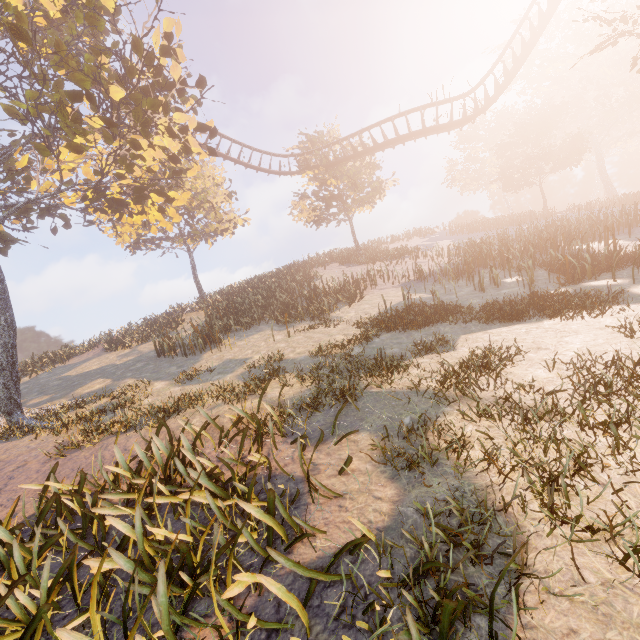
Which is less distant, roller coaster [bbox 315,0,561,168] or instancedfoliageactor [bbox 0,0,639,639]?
instancedfoliageactor [bbox 0,0,639,639]

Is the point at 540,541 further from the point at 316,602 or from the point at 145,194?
the point at 145,194

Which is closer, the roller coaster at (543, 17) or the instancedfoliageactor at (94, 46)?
the instancedfoliageactor at (94, 46)
